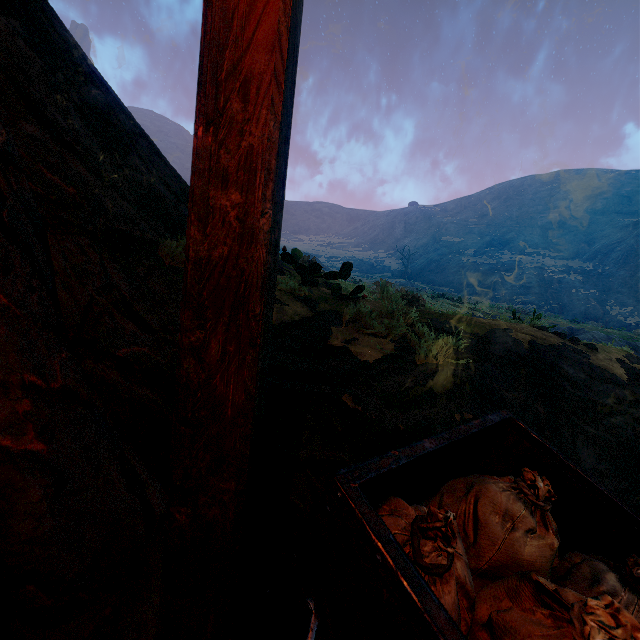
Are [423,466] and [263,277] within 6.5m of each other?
yes
